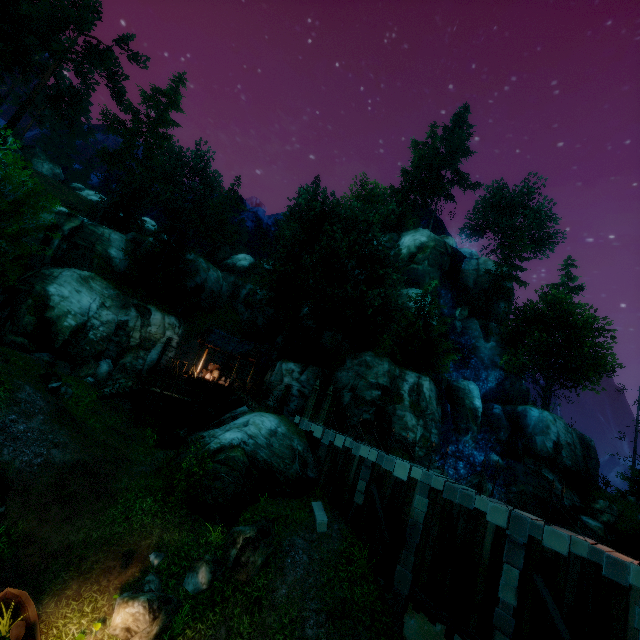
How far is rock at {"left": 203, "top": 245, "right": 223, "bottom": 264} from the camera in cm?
5885

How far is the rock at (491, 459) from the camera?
30.1m

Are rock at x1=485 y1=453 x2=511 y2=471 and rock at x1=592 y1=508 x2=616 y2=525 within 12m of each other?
yes

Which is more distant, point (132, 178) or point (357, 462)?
point (132, 178)

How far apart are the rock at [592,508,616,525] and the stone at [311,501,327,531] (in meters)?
29.31

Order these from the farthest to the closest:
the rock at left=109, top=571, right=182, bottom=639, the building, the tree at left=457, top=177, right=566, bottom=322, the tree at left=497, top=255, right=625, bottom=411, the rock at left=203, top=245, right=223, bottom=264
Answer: the rock at left=203, top=245, right=223, bottom=264, the tree at left=457, top=177, right=566, bottom=322, the tree at left=497, top=255, right=625, bottom=411, the building, the rock at left=109, top=571, right=182, bottom=639

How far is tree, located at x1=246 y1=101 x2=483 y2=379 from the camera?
26.9m

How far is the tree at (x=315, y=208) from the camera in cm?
2686
